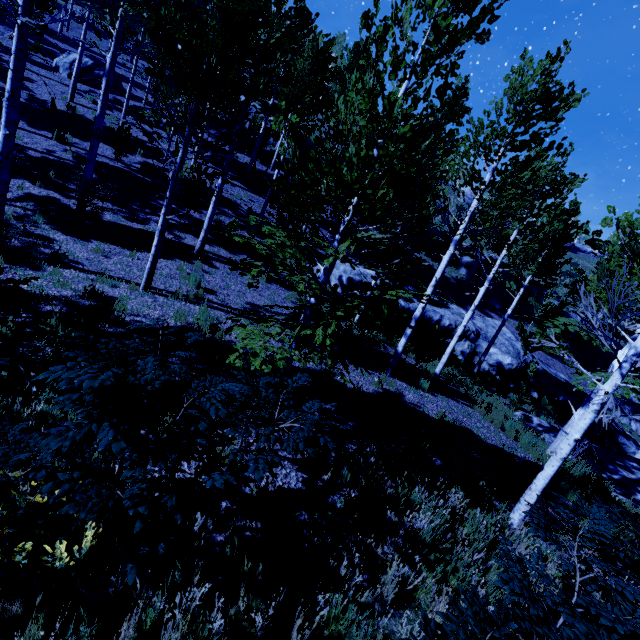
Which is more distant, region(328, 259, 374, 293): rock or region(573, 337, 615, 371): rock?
region(573, 337, 615, 371): rock

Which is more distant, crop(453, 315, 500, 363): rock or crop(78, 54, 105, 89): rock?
crop(78, 54, 105, 89): rock

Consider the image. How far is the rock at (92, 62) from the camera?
21.5m

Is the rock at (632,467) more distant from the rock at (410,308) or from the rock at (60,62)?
the rock at (60,62)

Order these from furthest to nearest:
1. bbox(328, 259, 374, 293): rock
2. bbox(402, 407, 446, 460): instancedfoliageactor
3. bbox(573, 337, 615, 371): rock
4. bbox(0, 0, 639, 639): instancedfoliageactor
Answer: bbox(573, 337, 615, 371): rock
bbox(328, 259, 374, 293): rock
bbox(402, 407, 446, 460): instancedfoliageactor
bbox(0, 0, 639, 639): instancedfoliageactor

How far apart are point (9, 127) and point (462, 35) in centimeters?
893cm

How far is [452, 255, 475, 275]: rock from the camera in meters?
28.2
